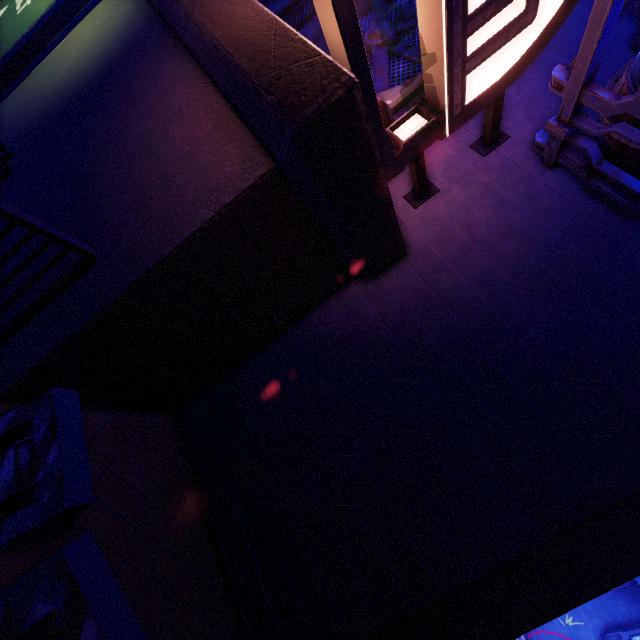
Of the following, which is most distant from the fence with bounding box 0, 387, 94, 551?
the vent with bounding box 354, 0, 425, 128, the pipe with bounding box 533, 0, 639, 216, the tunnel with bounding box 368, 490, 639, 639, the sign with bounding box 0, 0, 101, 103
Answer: the pipe with bounding box 533, 0, 639, 216

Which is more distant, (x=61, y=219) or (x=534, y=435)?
(x=61, y=219)

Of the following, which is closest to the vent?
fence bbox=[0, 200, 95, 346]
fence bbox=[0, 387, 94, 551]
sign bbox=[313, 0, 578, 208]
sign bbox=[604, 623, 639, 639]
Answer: sign bbox=[313, 0, 578, 208]

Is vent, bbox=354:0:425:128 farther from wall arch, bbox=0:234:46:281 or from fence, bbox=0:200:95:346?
fence, bbox=0:200:95:346

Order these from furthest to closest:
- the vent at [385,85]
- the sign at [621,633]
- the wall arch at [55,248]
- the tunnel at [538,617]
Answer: the sign at [621,633]
the vent at [385,85]
the wall arch at [55,248]
the tunnel at [538,617]

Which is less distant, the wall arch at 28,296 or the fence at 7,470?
the fence at 7,470

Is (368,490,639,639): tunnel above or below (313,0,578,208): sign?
below

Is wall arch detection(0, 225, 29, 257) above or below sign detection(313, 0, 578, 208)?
below
